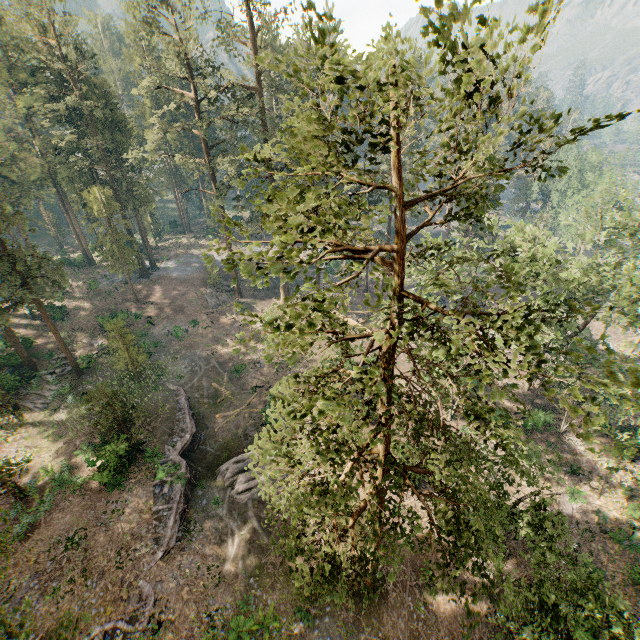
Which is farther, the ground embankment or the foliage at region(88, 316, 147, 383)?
the foliage at region(88, 316, 147, 383)

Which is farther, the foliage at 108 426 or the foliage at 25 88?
the foliage at 108 426

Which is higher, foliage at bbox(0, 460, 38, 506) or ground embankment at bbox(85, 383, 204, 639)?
foliage at bbox(0, 460, 38, 506)

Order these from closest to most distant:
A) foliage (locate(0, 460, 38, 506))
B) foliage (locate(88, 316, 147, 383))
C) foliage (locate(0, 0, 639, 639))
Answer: foliage (locate(0, 0, 639, 639)) → foliage (locate(0, 460, 38, 506)) → foliage (locate(88, 316, 147, 383))

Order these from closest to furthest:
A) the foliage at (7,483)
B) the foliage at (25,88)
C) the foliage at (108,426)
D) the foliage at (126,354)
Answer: the foliage at (25,88) → the foliage at (7,483) → the foliage at (108,426) → the foliage at (126,354)

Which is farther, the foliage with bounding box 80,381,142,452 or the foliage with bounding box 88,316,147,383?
the foliage with bounding box 88,316,147,383

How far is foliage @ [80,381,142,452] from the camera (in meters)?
22.81

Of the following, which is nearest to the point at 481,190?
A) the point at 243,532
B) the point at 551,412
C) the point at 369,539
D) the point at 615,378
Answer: the point at 615,378
